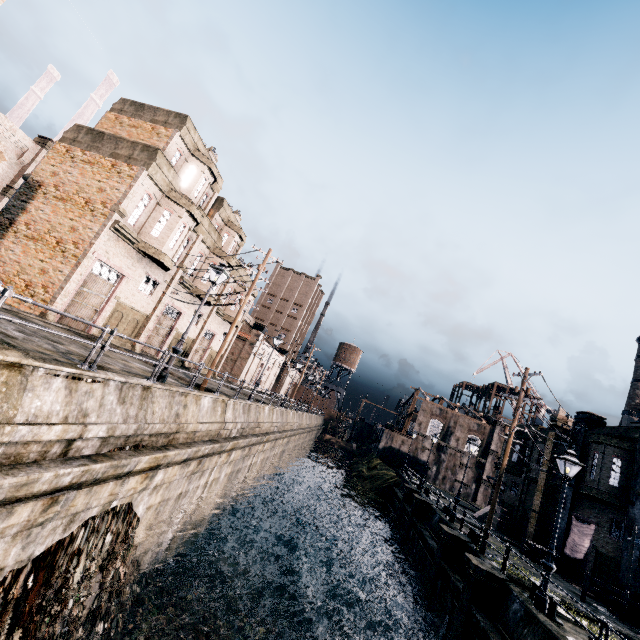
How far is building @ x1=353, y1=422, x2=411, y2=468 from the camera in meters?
50.0

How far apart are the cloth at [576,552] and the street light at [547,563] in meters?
13.3

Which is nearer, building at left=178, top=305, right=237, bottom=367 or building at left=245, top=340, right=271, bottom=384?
building at left=178, top=305, right=237, bottom=367

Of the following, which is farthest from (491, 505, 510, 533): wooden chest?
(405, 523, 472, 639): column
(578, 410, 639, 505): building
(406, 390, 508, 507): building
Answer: (405, 523, 472, 639): column

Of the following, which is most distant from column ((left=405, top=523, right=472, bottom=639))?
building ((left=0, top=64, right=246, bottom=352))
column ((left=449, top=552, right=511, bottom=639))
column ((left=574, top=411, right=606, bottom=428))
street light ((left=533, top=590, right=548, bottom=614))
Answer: building ((left=0, top=64, right=246, bottom=352))

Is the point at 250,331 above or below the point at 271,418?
above

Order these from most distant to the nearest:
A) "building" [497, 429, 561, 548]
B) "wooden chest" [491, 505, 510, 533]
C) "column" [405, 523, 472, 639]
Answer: "wooden chest" [491, 505, 510, 533]
"building" [497, 429, 561, 548]
"column" [405, 523, 472, 639]

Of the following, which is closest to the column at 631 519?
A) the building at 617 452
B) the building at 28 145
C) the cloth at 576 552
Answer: the building at 617 452
